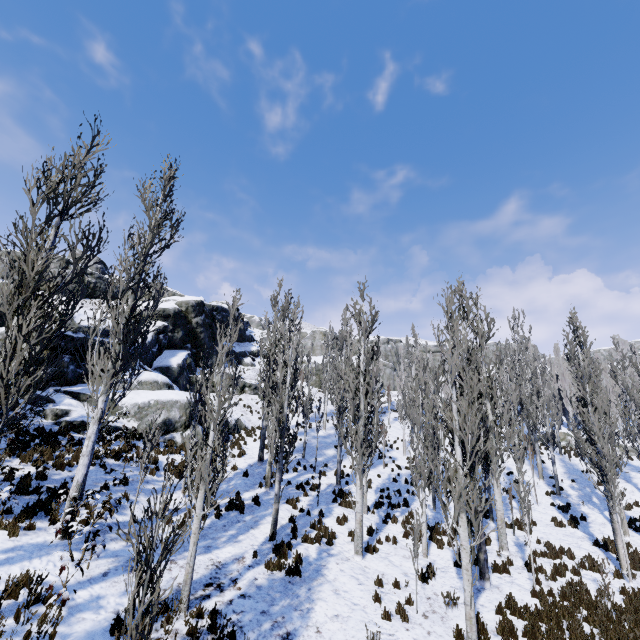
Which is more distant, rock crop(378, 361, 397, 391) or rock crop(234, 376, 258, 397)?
rock crop(378, 361, 397, 391)

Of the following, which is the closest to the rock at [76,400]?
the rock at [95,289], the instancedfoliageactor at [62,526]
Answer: the instancedfoliageactor at [62,526]

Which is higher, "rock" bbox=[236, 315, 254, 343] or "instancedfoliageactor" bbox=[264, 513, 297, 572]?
"rock" bbox=[236, 315, 254, 343]

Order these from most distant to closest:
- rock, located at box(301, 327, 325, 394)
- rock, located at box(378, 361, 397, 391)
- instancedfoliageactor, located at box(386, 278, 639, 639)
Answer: rock, located at box(378, 361, 397, 391) → rock, located at box(301, 327, 325, 394) → instancedfoliageactor, located at box(386, 278, 639, 639)

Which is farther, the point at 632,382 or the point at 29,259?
the point at 632,382

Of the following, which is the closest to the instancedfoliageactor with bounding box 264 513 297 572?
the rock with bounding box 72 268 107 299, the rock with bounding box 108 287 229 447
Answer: the rock with bounding box 108 287 229 447

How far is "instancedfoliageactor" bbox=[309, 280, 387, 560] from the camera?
12.17m

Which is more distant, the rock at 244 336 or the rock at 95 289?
the rock at 244 336
